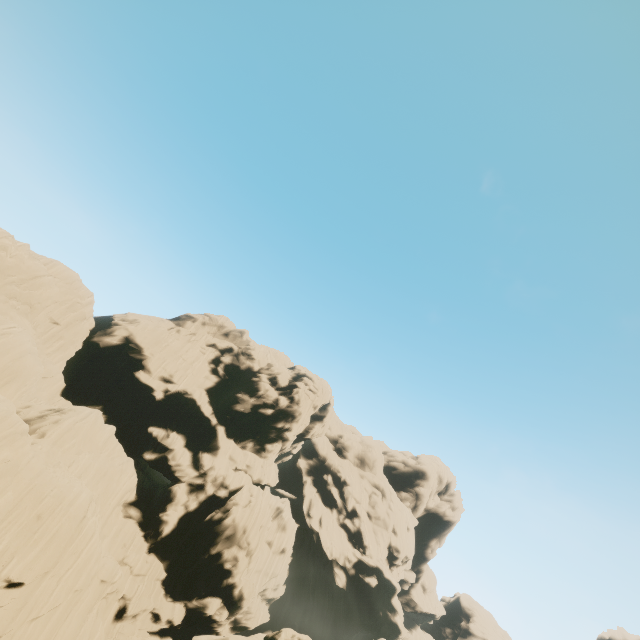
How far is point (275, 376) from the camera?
56.88m
